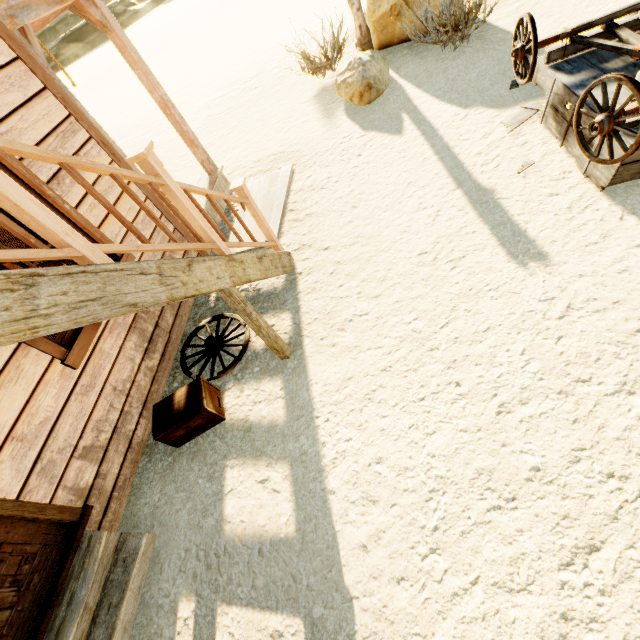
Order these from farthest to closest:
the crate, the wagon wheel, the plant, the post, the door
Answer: the post → the plant → the wagon wheel → the crate → the door

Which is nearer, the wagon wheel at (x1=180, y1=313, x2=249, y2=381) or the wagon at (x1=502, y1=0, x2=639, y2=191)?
the wagon at (x1=502, y1=0, x2=639, y2=191)

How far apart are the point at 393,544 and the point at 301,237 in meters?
3.8

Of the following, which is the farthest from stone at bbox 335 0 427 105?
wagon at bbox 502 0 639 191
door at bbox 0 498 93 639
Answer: door at bbox 0 498 93 639

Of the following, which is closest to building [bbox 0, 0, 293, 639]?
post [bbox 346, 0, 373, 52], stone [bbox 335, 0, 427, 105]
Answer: stone [bbox 335, 0, 427, 105]

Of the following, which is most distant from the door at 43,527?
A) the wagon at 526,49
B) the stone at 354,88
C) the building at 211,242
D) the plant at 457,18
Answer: the plant at 457,18

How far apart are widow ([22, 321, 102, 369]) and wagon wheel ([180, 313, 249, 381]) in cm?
100

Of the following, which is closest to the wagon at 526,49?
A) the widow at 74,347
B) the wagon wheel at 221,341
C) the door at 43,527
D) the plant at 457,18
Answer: the plant at 457,18
